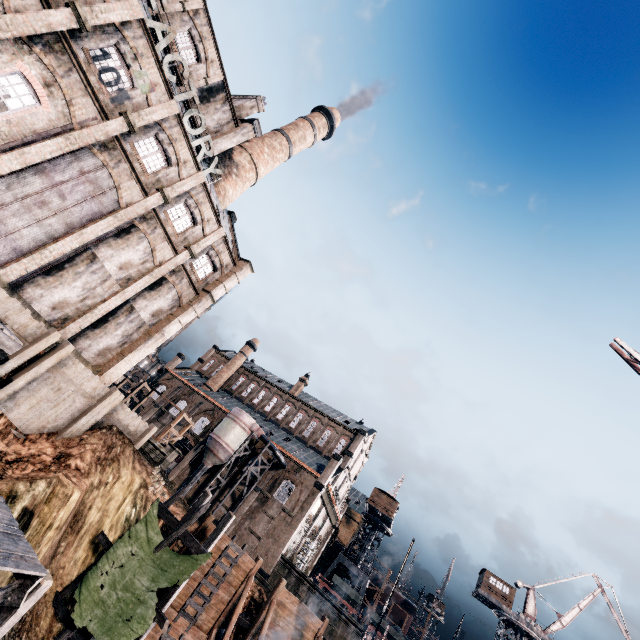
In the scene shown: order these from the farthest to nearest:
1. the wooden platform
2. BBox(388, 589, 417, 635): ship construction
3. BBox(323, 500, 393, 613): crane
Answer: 1. BBox(388, 589, 417, 635): ship construction
2. BBox(323, 500, 393, 613): crane
3. the wooden platform

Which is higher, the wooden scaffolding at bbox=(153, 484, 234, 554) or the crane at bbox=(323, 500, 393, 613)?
the crane at bbox=(323, 500, 393, 613)

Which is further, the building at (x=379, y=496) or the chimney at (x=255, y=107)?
the building at (x=379, y=496)

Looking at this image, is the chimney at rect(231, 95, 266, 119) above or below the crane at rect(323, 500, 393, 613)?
above

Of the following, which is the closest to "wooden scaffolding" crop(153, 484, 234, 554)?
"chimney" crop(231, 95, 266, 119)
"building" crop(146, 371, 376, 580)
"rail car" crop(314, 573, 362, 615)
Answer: "building" crop(146, 371, 376, 580)

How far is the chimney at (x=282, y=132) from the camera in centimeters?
3372cm

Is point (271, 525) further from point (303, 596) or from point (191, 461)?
point (191, 461)

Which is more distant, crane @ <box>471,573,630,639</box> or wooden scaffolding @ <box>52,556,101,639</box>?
crane @ <box>471,573,630,639</box>
